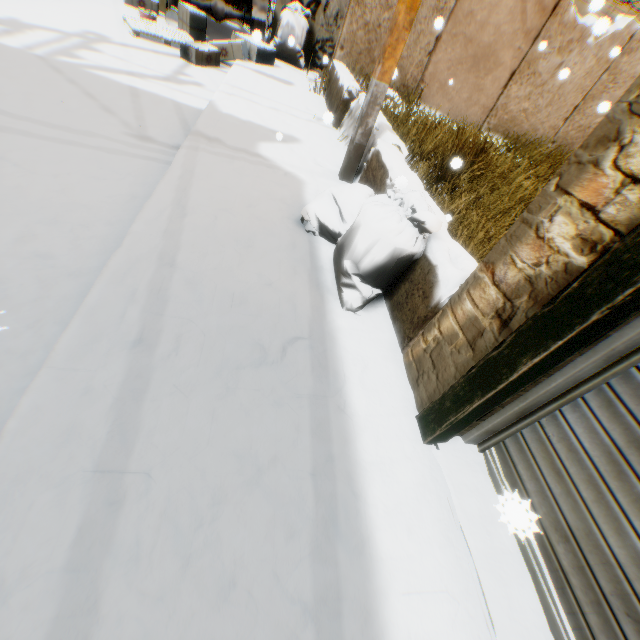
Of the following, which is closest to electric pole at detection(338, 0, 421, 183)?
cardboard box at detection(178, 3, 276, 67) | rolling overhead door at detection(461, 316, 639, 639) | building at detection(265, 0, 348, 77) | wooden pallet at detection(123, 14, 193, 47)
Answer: building at detection(265, 0, 348, 77)

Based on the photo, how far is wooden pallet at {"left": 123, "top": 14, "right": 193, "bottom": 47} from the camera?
6.0 meters

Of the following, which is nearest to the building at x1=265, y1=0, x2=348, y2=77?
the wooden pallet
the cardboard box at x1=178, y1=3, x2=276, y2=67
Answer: the cardboard box at x1=178, y1=3, x2=276, y2=67

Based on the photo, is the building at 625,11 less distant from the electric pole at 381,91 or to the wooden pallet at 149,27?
the electric pole at 381,91

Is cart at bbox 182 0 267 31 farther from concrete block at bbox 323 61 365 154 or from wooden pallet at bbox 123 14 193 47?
wooden pallet at bbox 123 14 193 47

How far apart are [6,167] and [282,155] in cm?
258

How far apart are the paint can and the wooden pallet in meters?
0.9

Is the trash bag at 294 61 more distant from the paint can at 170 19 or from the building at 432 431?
the paint can at 170 19
